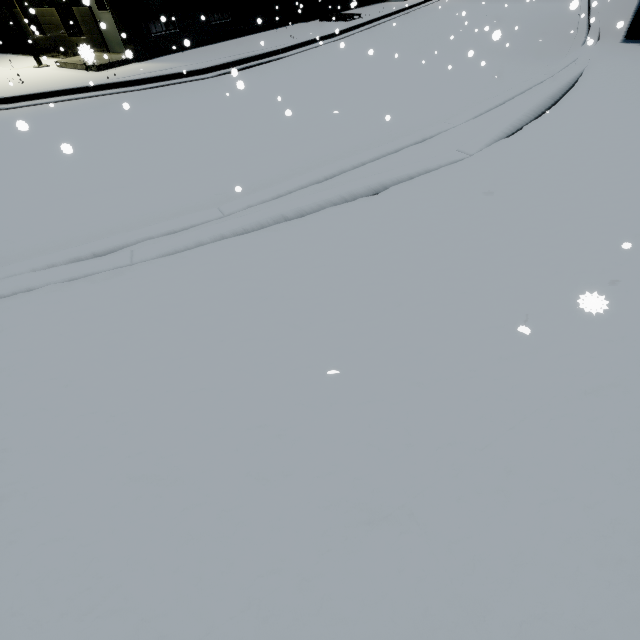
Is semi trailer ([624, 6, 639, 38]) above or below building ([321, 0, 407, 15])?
below

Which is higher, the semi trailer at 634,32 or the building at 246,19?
the building at 246,19

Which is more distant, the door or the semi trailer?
the door

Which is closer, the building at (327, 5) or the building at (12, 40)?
the building at (12, 40)

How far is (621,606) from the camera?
1.7 meters

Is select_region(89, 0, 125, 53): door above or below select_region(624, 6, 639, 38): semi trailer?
above

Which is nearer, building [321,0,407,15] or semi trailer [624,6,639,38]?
semi trailer [624,6,639,38]

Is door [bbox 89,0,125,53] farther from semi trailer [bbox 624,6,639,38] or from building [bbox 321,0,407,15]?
semi trailer [bbox 624,6,639,38]
